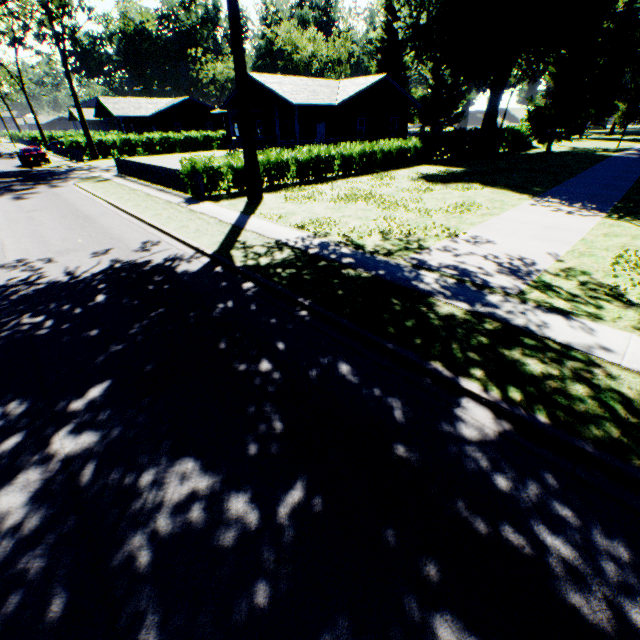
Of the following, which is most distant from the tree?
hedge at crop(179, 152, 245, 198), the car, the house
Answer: the car

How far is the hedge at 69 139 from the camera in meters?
36.1 m

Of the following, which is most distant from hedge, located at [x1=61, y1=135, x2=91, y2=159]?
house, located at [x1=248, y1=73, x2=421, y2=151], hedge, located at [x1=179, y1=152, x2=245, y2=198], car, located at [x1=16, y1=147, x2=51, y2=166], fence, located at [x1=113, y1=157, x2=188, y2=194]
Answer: hedge, located at [x1=179, y1=152, x2=245, y2=198]

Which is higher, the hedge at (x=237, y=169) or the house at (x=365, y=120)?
the house at (x=365, y=120)

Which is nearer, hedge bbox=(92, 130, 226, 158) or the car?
the car

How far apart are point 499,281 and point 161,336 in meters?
7.5 m

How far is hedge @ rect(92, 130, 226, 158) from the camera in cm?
3865

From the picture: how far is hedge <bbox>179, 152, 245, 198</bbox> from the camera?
16.0m
